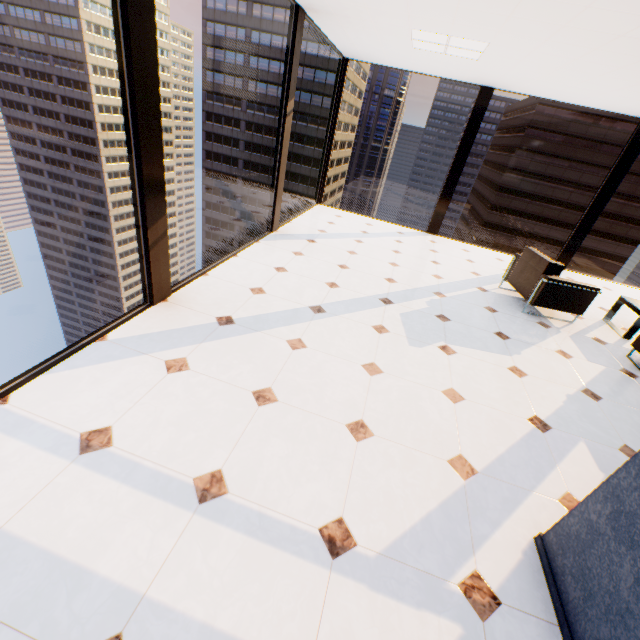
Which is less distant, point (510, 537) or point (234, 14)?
point (510, 537)

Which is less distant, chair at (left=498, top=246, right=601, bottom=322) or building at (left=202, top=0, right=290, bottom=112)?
chair at (left=498, top=246, right=601, bottom=322)

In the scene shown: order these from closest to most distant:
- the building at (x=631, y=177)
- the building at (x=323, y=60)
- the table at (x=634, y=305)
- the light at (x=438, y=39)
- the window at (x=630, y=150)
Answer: the light at (x=438, y=39)
the table at (x=634, y=305)
the window at (x=630, y=150)
the building at (x=631, y=177)
the building at (x=323, y=60)

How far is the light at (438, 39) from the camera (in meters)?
4.04

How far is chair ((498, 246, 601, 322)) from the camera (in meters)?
4.48

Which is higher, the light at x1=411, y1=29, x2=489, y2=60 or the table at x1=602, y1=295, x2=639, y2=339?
A: the light at x1=411, y1=29, x2=489, y2=60

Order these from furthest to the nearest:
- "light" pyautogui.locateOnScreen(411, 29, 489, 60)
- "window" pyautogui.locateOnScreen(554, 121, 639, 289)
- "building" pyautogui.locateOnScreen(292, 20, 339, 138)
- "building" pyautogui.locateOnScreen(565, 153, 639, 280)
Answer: "building" pyautogui.locateOnScreen(292, 20, 339, 138) → "building" pyautogui.locateOnScreen(565, 153, 639, 280) → "window" pyautogui.locateOnScreen(554, 121, 639, 289) → "light" pyautogui.locateOnScreen(411, 29, 489, 60)

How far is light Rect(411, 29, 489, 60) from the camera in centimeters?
404cm
